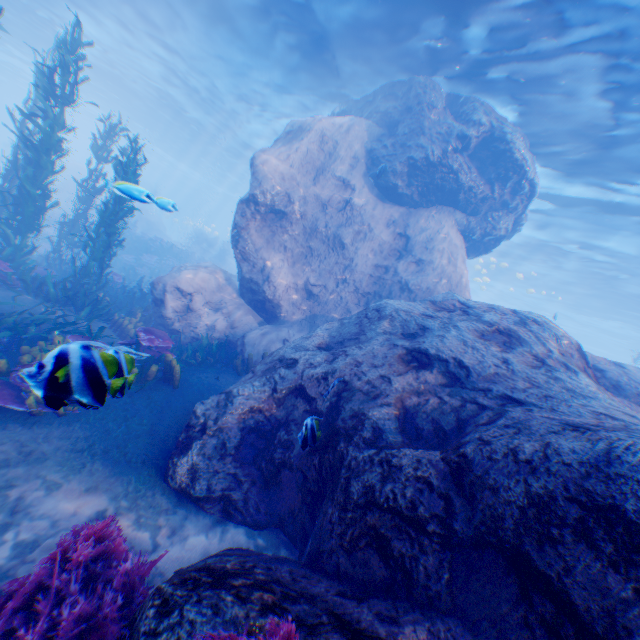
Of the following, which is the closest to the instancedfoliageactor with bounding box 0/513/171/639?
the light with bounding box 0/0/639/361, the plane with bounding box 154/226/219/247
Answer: the plane with bounding box 154/226/219/247

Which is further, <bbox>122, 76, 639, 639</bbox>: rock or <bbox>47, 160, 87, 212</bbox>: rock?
<bbox>47, 160, 87, 212</bbox>: rock

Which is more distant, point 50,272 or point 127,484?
point 50,272

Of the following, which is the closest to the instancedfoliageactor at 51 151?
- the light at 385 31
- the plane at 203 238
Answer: the plane at 203 238

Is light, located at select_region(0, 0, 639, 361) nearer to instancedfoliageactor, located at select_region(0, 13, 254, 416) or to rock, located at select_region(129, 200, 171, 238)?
rock, located at select_region(129, 200, 171, 238)

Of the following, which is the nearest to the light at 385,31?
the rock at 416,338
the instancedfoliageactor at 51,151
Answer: the rock at 416,338

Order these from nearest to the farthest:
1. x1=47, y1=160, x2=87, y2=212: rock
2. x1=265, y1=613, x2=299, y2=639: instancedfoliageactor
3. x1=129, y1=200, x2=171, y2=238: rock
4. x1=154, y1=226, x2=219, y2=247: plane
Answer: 1. x1=265, y1=613, x2=299, y2=639: instancedfoliageactor
2. x1=47, y1=160, x2=87, y2=212: rock
3. x1=129, y1=200, x2=171, y2=238: rock
4. x1=154, y1=226, x2=219, y2=247: plane
